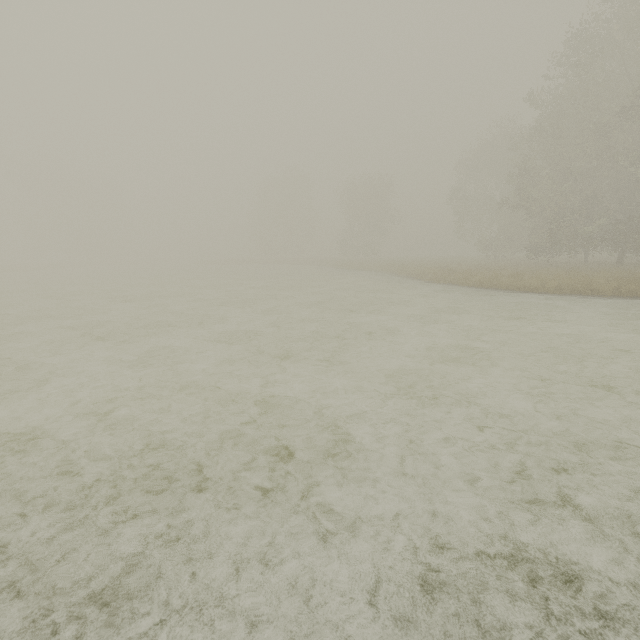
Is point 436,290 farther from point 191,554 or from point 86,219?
point 86,219
